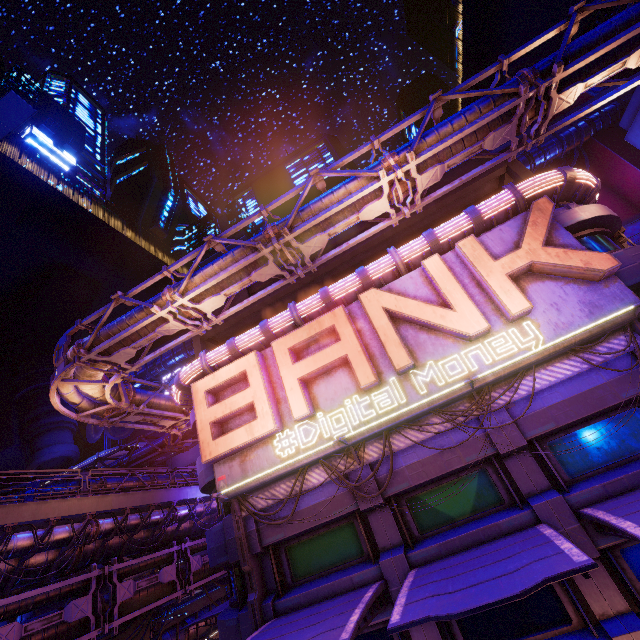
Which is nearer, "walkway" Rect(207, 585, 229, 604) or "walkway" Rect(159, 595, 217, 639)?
"walkway" Rect(159, 595, 217, 639)

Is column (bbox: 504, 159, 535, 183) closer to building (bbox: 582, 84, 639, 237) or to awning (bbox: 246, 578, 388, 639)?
awning (bbox: 246, 578, 388, 639)

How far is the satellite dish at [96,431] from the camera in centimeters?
4347cm

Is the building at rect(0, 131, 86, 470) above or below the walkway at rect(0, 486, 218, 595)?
above

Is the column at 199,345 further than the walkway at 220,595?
No

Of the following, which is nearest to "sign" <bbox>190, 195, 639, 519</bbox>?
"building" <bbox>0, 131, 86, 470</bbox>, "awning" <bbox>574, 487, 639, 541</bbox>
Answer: "awning" <bbox>574, 487, 639, 541</bbox>

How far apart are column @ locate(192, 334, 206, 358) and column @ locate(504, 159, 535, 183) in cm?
1868

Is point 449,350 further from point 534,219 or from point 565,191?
point 565,191
